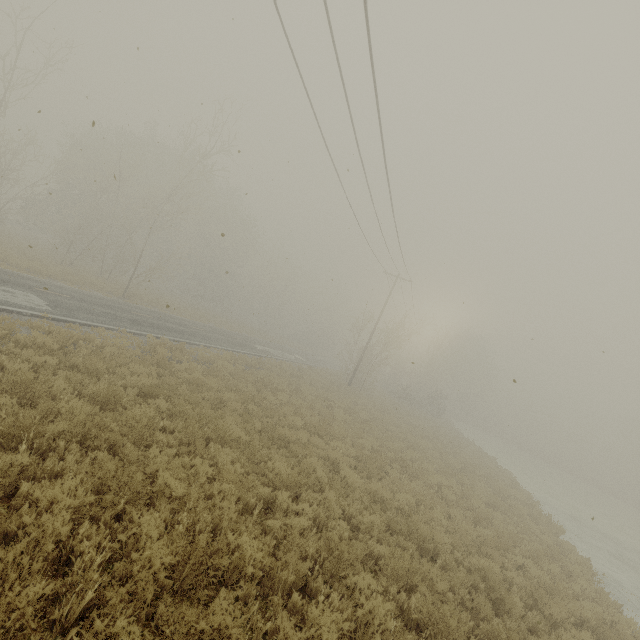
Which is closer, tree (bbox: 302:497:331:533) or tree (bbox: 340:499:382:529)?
tree (bbox: 302:497:331:533)

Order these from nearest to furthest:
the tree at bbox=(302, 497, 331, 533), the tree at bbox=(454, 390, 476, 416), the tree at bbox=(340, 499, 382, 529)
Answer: the tree at bbox=(302, 497, 331, 533), the tree at bbox=(340, 499, 382, 529), the tree at bbox=(454, 390, 476, 416)

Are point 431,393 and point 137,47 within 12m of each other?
no

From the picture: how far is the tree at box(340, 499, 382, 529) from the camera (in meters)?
7.50

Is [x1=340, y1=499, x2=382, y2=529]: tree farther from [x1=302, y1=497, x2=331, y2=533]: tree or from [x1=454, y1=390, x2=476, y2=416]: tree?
[x1=454, y1=390, x2=476, y2=416]: tree

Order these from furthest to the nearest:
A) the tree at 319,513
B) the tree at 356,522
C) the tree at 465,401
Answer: the tree at 465,401 → the tree at 356,522 → the tree at 319,513

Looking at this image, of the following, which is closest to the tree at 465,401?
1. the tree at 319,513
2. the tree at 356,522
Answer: the tree at 356,522
